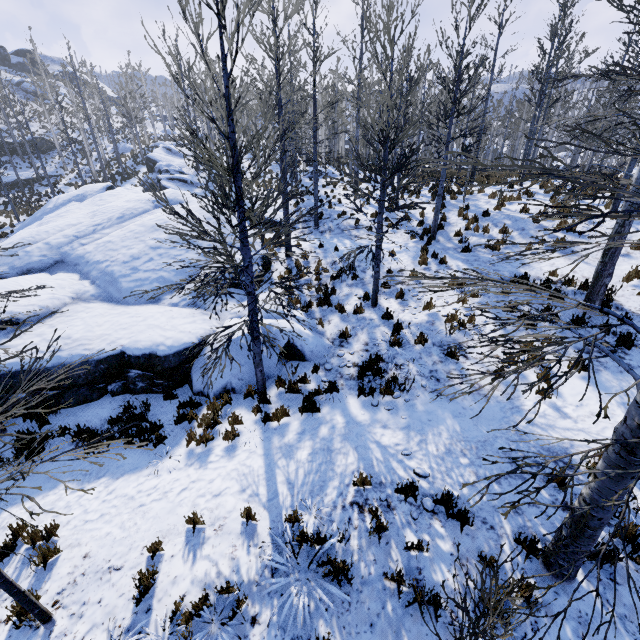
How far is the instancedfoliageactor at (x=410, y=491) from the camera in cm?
489

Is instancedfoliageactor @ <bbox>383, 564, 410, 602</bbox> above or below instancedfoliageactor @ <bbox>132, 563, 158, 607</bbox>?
above

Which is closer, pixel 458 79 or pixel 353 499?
pixel 353 499

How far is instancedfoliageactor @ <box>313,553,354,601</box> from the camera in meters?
4.1
